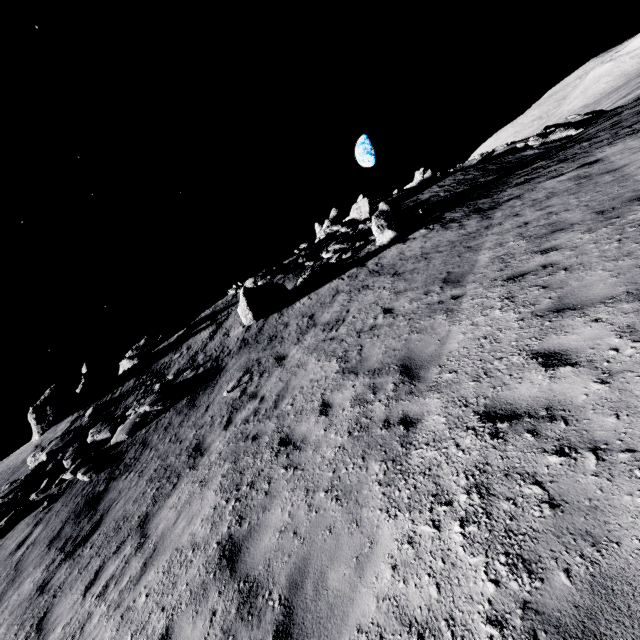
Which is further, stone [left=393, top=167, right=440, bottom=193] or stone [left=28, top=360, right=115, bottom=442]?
stone [left=393, top=167, right=440, bottom=193]

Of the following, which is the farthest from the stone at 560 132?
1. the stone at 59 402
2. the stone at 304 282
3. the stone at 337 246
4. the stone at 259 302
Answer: the stone at 59 402

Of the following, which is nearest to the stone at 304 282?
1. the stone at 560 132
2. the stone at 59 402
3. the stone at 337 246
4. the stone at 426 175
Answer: the stone at 337 246

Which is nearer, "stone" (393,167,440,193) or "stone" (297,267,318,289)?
"stone" (297,267,318,289)

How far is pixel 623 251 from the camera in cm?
498

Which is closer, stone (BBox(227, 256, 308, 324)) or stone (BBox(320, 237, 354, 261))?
stone (BBox(227, 256, 308, 324))

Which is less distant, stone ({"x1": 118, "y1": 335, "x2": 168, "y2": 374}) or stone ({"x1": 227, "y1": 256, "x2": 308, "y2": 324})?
stone ({"x1": 227, "y1": 256, "x2": 308, "y2": 324})

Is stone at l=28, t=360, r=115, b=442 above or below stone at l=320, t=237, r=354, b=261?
above
